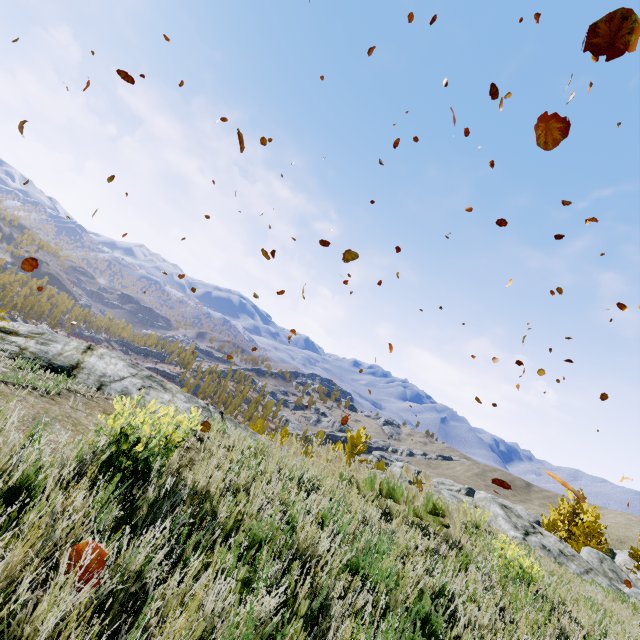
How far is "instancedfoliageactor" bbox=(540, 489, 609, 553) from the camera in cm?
2369

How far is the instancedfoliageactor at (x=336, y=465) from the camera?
6.6m

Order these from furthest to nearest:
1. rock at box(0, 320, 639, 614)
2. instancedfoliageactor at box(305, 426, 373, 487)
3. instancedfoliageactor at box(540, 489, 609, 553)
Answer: instancedfoliageactor at box(540, 489, 609, 553), instancedfoliageactor at box(305, 426, 373, 487), rock at box(0, 320, 639, 614)

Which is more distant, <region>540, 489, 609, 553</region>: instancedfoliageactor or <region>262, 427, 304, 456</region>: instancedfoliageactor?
<region>540, 489, 609, 553</region>: instancedfoliageactor

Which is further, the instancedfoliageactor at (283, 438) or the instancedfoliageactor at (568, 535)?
the instancedfoliageactor at (568, 535)

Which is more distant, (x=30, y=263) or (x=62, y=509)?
(x=30, y=263)
